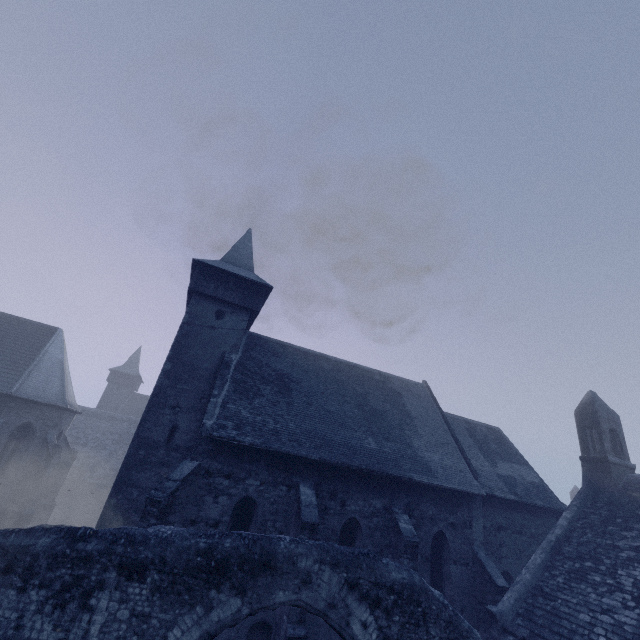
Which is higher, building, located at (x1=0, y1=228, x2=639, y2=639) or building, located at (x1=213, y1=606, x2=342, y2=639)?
building, located at (x1=0, y1=228, x2=639, y2=639)

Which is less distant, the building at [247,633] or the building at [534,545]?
the building at [247,633]

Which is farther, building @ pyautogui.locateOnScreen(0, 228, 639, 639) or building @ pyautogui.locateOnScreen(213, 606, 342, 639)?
building @ pyautogui.locateOnScreen(0, 228, 639, 639)

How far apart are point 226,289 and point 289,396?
6.6 meters

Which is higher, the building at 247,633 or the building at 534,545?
the building at 534,545
